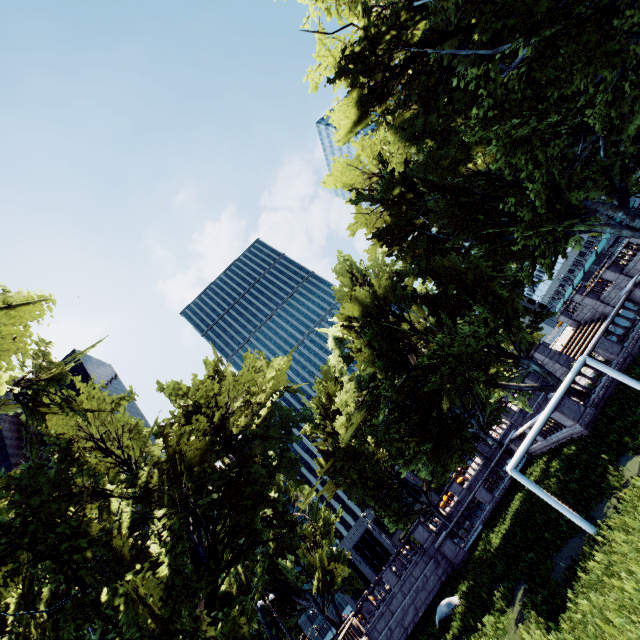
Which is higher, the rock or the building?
the building

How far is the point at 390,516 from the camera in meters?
32.1

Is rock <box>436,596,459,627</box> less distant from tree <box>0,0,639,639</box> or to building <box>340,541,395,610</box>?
tree <box>0,0,639,639</box>

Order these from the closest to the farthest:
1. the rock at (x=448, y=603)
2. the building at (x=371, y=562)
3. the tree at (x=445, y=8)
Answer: the tree at (x=445, y=8), the rock at (x=448, y=603), the building at (x=371, y=562)

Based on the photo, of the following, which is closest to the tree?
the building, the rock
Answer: the rock

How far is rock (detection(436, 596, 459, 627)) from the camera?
19.11m

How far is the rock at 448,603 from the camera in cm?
1911
